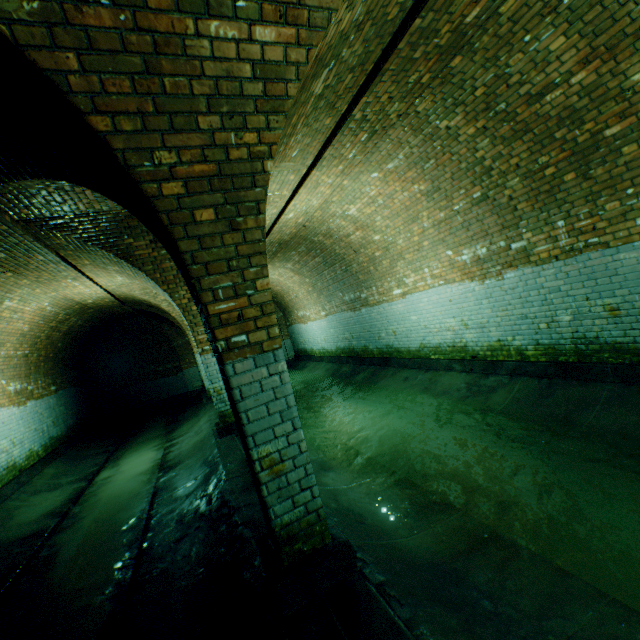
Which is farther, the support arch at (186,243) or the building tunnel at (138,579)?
the building tunnel at (138,579)

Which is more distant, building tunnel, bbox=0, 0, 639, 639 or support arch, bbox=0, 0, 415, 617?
building tunnel, bbox=0, 0, 639, 639

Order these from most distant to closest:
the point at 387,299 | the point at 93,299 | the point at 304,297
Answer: the point at 304,297
the point at 93,299
the point at 387,299
